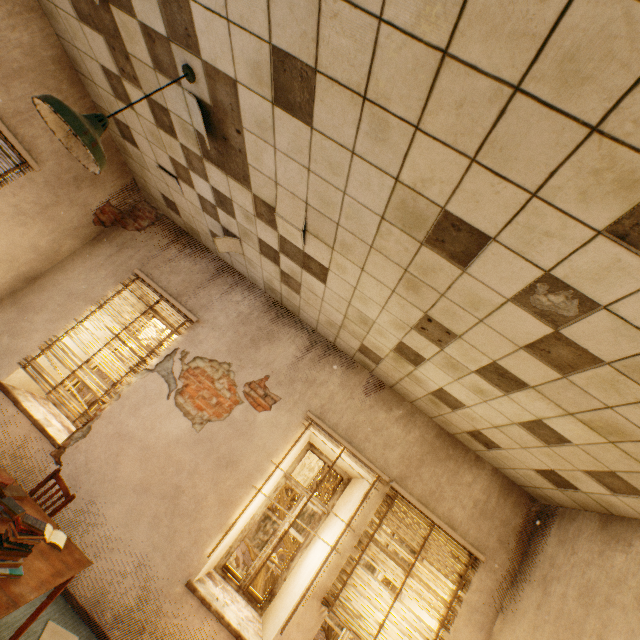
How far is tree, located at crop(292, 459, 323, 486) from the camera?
8.2m

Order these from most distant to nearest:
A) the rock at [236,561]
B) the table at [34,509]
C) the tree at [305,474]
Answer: the rock at [236,561] → the tree at [305,474] → the table at [34,509]

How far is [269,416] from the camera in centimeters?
420cm

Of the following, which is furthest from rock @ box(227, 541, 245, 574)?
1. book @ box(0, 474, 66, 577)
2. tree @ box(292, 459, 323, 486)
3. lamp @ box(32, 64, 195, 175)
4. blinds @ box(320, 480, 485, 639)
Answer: lamp @ box(32, 64, 195, 175)

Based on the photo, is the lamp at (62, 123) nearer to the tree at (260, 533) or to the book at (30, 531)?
the book at (30, 531)

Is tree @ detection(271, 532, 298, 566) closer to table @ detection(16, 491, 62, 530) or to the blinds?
the blinds

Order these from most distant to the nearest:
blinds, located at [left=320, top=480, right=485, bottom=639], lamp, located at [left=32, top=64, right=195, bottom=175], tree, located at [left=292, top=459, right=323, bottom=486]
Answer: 1. tree, located at [left=292, top=459, right=323, bottom=486]
2. blinds, located at [left=320, top=480, right=485, bottom=639]
3. lamp, located at [left=32, top=64, right=195, bottom=175]
